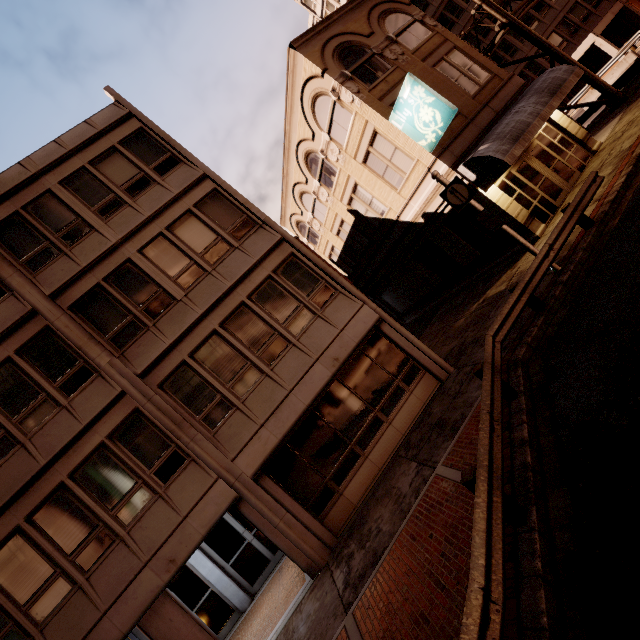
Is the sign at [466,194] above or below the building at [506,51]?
below

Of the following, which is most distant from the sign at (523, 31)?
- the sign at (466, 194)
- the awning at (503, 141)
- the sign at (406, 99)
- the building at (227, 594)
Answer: the sign at (466, 194)

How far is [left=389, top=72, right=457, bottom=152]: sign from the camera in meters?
11.7

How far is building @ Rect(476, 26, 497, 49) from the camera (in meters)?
35.31

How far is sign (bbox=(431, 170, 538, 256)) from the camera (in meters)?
9.59

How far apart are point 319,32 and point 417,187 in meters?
8.2

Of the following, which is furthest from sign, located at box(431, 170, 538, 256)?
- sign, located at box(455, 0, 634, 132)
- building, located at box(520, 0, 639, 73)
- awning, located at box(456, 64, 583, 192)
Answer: building, located at box(520, 0, 639, 73)

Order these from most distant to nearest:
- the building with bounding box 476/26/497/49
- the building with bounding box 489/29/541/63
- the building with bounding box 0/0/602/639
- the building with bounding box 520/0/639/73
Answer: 1. the building with bounding box 476/26/497/49
2. the building with bounding box 489/29/541/63
3. the building with bounding box 520/0/639/73
4. the building with bounding box 0/0/602/639
